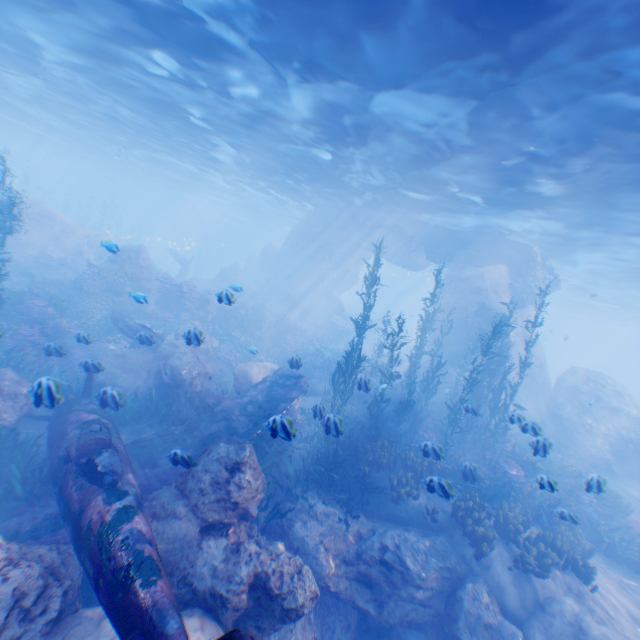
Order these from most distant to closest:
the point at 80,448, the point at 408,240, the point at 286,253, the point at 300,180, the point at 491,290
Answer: the point at 286,253 < the point at 408,240 < the point at 300,180 < the point at 491,290 < the point at 80,448

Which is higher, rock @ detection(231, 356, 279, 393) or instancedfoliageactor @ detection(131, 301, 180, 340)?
rock @ detection(231, 356, 279, 393)

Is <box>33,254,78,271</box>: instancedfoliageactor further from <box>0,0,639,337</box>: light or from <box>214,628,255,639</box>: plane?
<box>0,0,639,337</box>: light

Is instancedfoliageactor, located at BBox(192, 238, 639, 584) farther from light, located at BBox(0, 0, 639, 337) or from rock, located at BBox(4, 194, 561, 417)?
light, located at BBox(0, 0, 639, 337)

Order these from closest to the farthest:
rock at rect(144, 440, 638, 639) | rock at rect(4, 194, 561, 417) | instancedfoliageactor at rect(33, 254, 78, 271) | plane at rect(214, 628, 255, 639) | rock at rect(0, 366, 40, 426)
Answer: plane at rect(214, 628, 255, 639), rock at rect(144, 440, 638, 639), rock at rect(0, 366, 40, 426), rock at rect(4, 194, 561, 417), instancedfoliageactor at rect(33, 254, 78, 271)

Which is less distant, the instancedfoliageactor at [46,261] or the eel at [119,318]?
the eel at [119,318]

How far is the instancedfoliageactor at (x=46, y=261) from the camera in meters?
21.5
